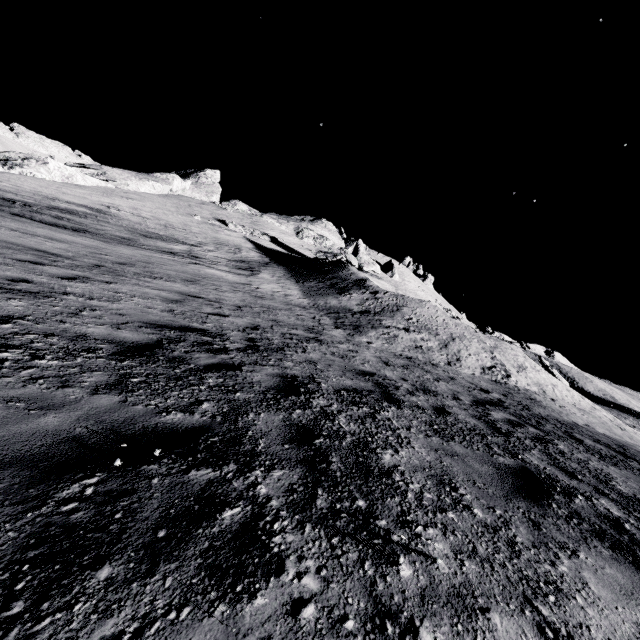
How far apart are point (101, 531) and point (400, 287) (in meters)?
54.28

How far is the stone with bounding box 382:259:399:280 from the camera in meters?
56.2

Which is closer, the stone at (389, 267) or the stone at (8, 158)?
the stone at (8, 158)

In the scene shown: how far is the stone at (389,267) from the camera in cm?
5619

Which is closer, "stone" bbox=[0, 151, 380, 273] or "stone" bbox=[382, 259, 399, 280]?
"stone" bbox=[0, 151, 380, 273]
